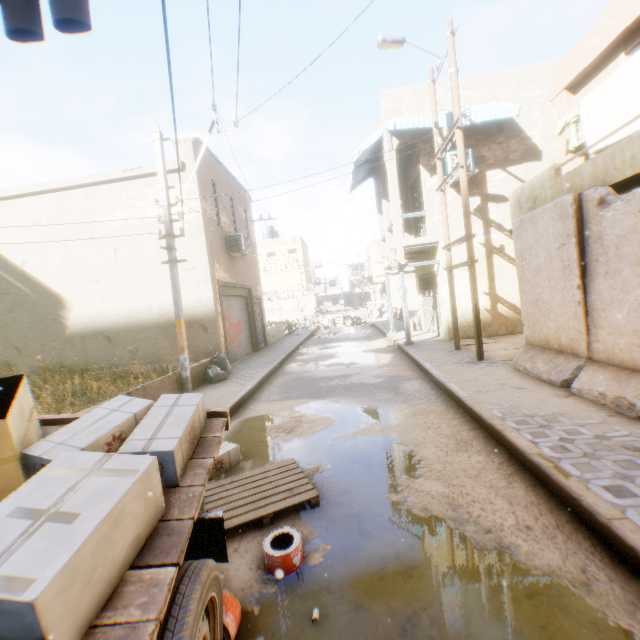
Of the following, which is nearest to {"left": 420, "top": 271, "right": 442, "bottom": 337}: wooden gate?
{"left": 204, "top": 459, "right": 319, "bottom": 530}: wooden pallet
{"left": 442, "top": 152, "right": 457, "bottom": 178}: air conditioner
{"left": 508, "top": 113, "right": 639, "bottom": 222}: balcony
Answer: {"left": 508, "top": 113, "right": 639, "bottom": 222}: balcony

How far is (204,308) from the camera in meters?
11.6

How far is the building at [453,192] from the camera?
12.1m

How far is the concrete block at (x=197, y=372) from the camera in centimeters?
941cm

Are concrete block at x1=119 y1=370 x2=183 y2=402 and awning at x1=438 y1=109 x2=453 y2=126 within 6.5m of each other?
yes

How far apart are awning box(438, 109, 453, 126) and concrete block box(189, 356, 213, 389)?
2.63m

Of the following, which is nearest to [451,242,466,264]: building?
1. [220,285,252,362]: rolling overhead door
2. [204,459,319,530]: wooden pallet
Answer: [220,285,252,362]: rolling overhead door
